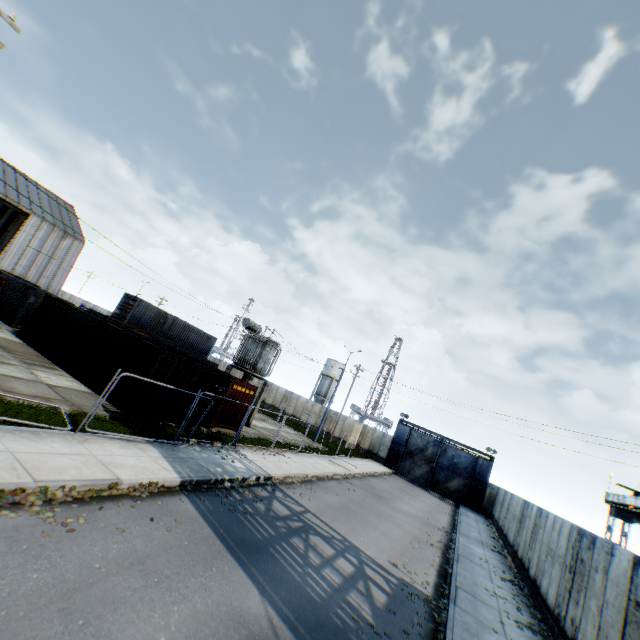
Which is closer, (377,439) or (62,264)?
(377,439)

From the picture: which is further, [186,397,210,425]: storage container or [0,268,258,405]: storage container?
[186,397,210,425]: storage container

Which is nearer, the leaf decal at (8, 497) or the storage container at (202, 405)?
the leaf decal at (8, 497)

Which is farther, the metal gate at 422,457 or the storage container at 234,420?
the metal gate at 422,457

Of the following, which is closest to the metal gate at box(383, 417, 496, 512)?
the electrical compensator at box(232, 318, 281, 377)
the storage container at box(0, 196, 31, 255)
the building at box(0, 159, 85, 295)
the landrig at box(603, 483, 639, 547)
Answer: the landrig at box(603, 483, 639, 547)

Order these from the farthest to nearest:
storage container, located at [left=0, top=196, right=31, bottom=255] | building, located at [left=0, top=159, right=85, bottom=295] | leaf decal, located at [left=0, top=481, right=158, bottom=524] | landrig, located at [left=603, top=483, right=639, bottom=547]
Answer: building, located at [left=0, top=159, right=85, bottom=295], landrig, located at [left=603, top=483, right=639, bottom=547], storage container, located at [left=0, top=196, right=31, bottom=255], leaf decal, located at [left=0, top=481, right=158, bottom=524]

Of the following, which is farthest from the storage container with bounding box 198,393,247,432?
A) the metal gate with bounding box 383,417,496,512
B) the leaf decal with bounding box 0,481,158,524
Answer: the metal gate with bounding box 383,417,496,512

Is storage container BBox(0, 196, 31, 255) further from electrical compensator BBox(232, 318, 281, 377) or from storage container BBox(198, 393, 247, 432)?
electrical compensator BBox(232, 318, 281, 377)
